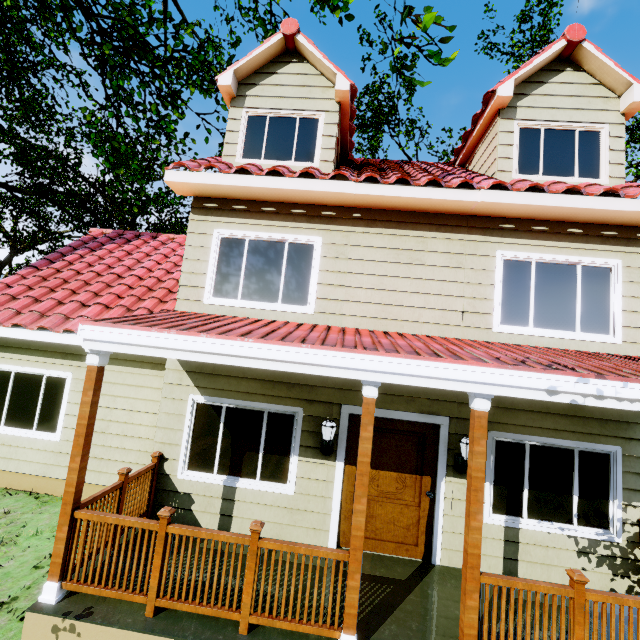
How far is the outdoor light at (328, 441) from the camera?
5.0m

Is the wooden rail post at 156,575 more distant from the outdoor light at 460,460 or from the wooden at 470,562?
the outdoor light at 460,460

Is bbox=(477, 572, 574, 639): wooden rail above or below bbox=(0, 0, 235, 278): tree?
below

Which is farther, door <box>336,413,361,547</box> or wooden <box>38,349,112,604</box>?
door <box>336,413,361,547</box>

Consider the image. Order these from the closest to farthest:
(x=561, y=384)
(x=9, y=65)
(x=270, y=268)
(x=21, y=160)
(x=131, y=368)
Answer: (x=561, y=384) < (x=270, y=268) < (x=131, y=368) < (x=9, y=65) < (x=21, y=160)

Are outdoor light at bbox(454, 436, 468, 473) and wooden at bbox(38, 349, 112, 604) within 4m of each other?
no

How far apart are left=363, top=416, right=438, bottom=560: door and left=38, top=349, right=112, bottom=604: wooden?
3.51m

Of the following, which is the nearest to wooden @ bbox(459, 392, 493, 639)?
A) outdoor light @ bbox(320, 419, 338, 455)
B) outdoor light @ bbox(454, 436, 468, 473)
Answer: outdoor light @ bbox(454, 436, 468, 473)
